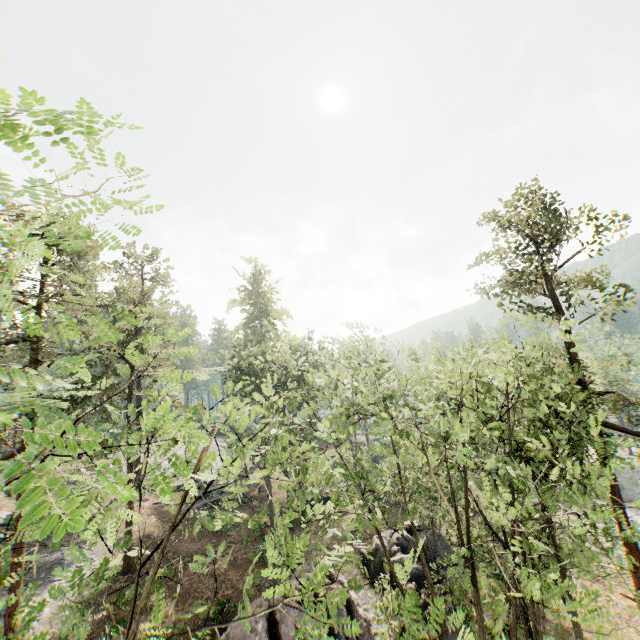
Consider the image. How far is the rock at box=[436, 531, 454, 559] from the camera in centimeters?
2464cm

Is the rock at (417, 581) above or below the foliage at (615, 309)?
below

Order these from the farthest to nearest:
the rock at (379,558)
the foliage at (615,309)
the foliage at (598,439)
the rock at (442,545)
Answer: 1. the rock at (442,545)
2. the rock at (379,558)
3. the foliage at (615,309)
4. the foliage at (598,439)

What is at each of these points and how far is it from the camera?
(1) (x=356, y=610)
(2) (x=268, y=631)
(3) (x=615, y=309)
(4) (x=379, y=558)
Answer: (1) rock, 17.2m
(2) rock, 15.3m
(3) foliage, 16.2m
(4) rock, 23.2m

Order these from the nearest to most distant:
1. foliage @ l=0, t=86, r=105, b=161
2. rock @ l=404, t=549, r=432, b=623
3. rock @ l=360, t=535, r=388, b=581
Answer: foliage @ l=0, t=86, r=105, b=161
rock @ l=404, t=549, r=432, b=623
rock @ l=360, t=535, r=388, b=581

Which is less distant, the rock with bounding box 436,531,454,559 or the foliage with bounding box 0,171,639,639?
the foliage with bounding box 0,171,639,639
